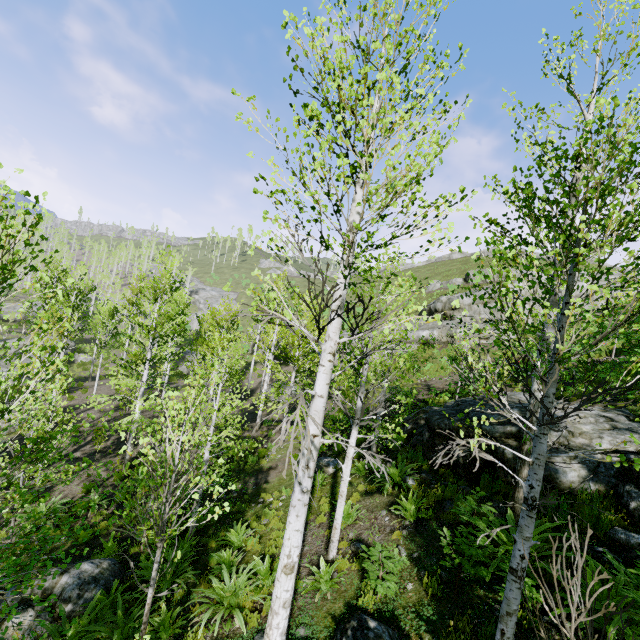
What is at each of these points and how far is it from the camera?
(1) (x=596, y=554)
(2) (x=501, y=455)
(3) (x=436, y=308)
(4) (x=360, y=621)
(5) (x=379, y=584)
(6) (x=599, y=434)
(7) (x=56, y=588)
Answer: (1) rock, 5.13m
(2) rock, 7.89m
(3) rock, 31.70m
(4) rock, 5.01m
(5) instancedfoliageactor, 5.56m
(6) rock, 8.09m
(7) rock, 7.26m

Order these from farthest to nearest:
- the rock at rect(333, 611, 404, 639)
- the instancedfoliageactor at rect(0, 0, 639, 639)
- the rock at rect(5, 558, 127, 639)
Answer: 1. the rock at rect(5, 558, 127, 639)
2. the rock at rect(333, 611, 404, 639)
3. the instancedfoliageactor at rect(0, 0, 639, 639)

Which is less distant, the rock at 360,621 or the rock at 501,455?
the rock at 360,621

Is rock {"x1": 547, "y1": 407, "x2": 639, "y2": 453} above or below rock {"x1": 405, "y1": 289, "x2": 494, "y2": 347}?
below

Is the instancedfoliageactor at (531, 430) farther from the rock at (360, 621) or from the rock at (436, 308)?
the rock at (436, 308)

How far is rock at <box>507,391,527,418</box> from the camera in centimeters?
902cm

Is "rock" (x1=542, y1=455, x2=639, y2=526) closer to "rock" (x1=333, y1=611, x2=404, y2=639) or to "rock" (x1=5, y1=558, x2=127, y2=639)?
"rock" (x1=333, y1=611, x2=404, y2=639)
